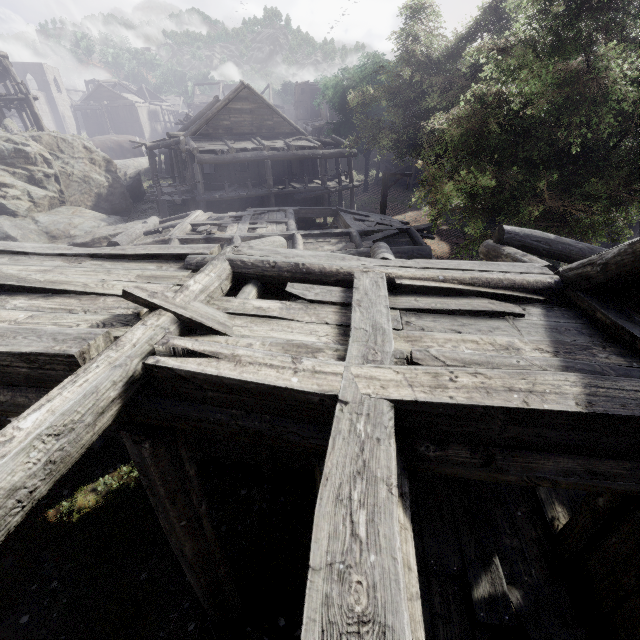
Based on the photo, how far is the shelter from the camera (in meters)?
42.66

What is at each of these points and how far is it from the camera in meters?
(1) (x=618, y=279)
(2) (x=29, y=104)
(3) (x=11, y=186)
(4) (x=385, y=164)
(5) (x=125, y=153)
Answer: (1) building, 3.0 m
(2) building, 24.0 m
(3) rock, 16.4 m
(4) building, 36.7 m
(5) shelter, 43.4 m

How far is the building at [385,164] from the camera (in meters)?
34.72

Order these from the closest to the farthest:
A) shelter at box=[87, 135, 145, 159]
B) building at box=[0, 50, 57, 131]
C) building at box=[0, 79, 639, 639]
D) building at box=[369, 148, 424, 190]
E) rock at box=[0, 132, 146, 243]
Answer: building at box=[0, 79, 639, 639] → rock at box=[0, 132, 146, 243] → building at box=[0, 50, 57, 131] → building at box=[369, 148, 424, 190] → shelter at box=[87, 135, 145, 159]

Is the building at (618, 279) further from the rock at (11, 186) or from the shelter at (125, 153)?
the shelter at (125, 153)

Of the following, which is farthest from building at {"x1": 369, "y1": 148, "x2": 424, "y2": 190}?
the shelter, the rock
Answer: the shelter

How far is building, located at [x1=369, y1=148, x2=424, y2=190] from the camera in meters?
34.7 m

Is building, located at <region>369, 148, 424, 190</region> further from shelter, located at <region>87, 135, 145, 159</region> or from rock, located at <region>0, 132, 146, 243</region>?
shelter, located at <region>87, 135, 145, 159</region>
